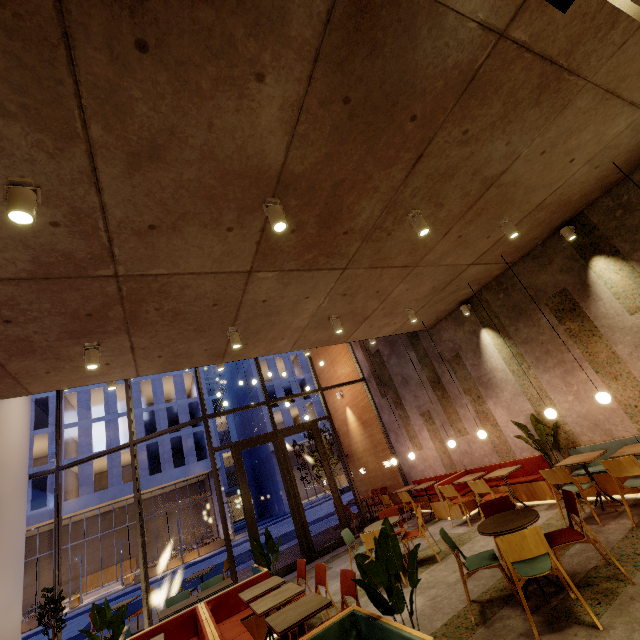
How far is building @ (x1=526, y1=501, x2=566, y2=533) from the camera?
5.3m

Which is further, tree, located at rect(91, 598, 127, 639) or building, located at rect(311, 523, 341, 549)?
building, located at rect(311, 523, 341, 549)

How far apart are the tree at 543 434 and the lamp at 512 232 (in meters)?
2.93

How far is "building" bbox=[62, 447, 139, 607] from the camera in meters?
25.7

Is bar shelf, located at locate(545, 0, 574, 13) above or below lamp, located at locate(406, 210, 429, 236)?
below

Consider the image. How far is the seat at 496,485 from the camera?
7.4m

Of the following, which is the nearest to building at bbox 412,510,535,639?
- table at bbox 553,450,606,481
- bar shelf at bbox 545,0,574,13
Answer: bar shelf at bbox 545,0,574,13

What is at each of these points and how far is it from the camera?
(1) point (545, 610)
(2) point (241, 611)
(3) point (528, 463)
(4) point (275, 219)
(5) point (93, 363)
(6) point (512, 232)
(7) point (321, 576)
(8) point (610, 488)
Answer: (1) building, 3.4 meters
(2) seat, 5.5 meters
(3) seat, 7.2 meters
(4) lamp, 3.2 meters
(5) lamp, 4.3 meters
(6) lamp, 5.1 meters
(7) chair, 4.8 meters
(8) seat, 5.6 meters
